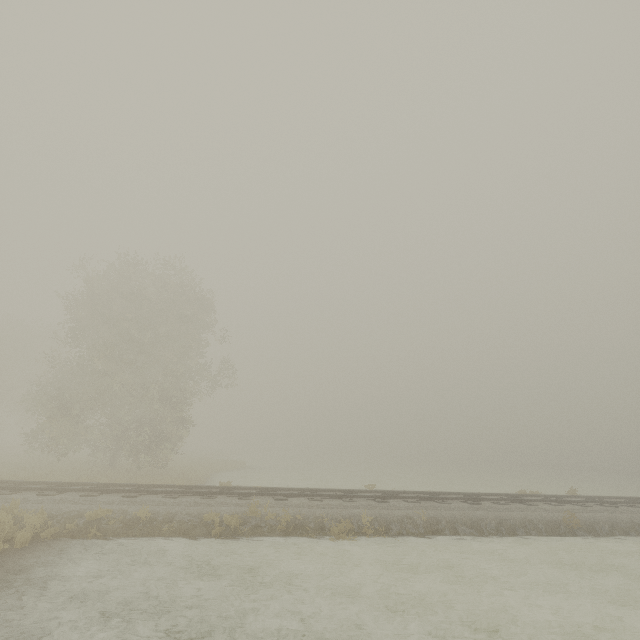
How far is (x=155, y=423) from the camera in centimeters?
2219cm
